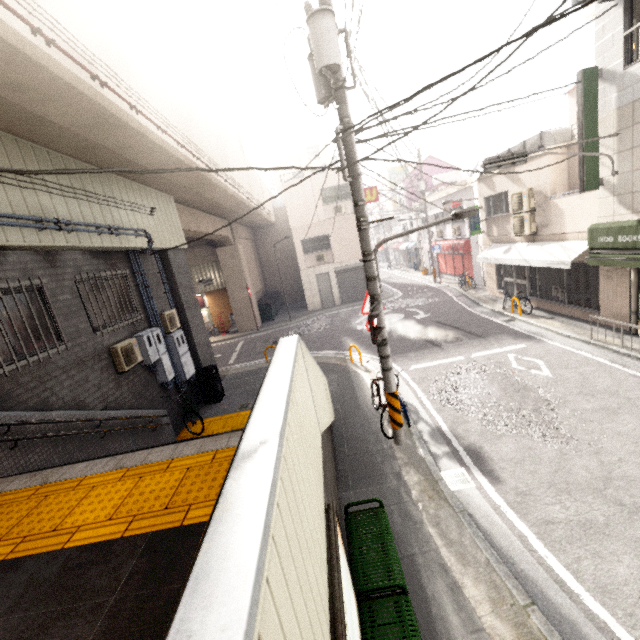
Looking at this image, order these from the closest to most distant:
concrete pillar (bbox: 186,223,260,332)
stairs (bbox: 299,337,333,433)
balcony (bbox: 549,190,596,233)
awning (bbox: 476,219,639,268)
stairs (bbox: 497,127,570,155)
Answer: stairs (bbox: 299,337,333,433) → awning (bbox: 476,219,639,268) → balcony (bbox: 549,190,596,233) → stairs (bbox: 497,127,570,155) → concrete pillar (bbox: 186,223,260,332)

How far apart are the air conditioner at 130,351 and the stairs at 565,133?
14.8 meters

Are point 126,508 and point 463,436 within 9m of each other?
yes

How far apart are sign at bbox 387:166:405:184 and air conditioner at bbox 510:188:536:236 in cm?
2842

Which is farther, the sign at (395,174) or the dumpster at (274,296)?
the sign at (395,174)

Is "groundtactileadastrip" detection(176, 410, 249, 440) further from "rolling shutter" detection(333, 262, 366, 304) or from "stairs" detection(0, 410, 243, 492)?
"rolling shutter" detection(333, 262, 366, 304)

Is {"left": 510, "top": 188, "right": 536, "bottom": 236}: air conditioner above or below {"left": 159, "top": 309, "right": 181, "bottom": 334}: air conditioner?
above

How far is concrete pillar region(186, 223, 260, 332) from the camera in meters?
19.6 m
